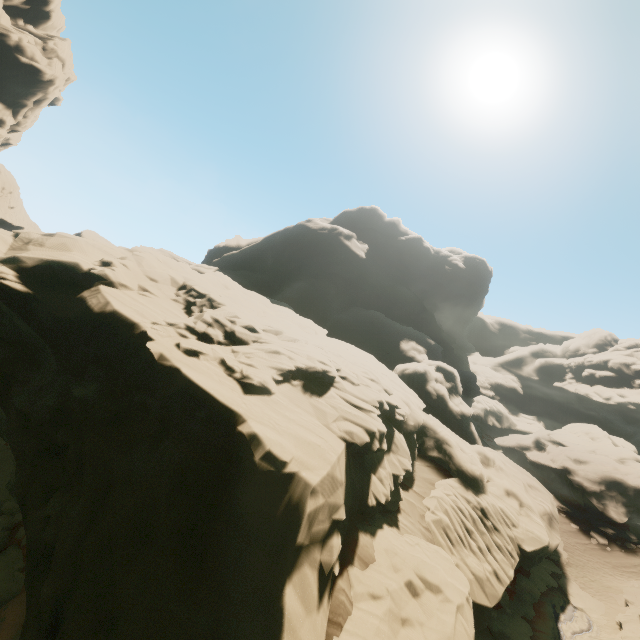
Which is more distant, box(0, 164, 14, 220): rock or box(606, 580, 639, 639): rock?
box(0, 164, 14, 220): rock

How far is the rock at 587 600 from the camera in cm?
1931

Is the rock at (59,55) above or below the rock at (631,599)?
above

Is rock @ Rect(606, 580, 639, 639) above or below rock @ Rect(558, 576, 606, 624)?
above

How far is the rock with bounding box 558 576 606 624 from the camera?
19.3m

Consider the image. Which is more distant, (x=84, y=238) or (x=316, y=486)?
(x=84, y=238)
